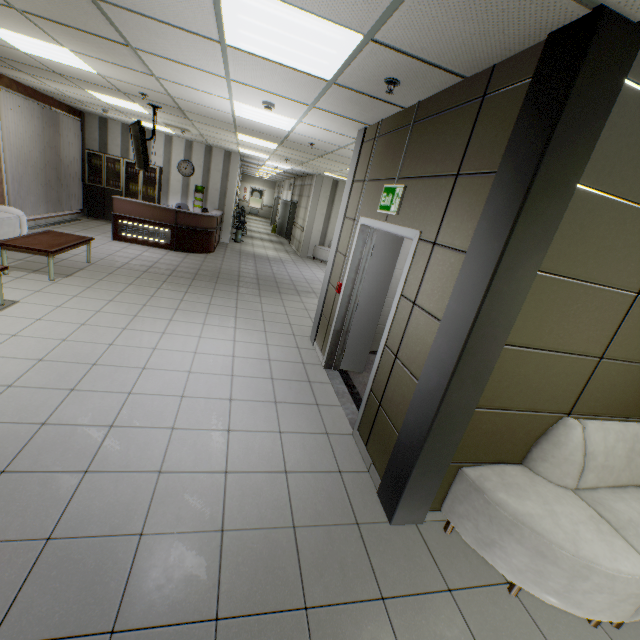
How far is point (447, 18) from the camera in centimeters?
177cm

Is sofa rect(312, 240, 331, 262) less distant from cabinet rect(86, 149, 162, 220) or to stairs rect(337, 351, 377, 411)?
cabinet rect(86, 149, 162, 220)

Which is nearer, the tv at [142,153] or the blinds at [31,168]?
the tv at [142,153]

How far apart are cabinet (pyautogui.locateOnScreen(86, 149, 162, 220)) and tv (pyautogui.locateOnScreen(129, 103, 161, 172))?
4.3m

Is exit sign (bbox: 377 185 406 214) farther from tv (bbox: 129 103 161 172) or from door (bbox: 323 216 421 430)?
tv (bbox: 129 103 161 172)

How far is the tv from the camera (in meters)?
5.94

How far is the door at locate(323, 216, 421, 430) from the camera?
3.0 meters

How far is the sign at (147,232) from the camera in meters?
8.9 m
